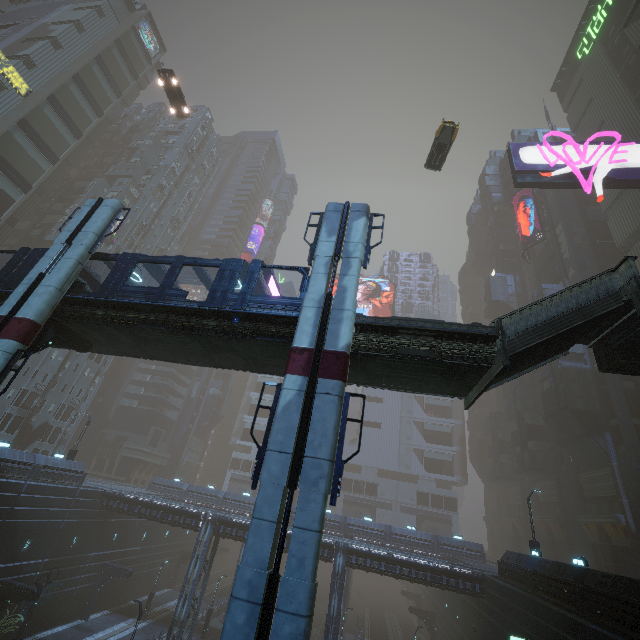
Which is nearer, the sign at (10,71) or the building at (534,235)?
the sign at (10,71)

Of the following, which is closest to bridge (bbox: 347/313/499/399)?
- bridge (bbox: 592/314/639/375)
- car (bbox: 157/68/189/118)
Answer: bridge (bbox: 592/314/639/375)

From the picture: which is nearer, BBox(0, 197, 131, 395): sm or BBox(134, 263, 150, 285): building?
BBox(0, 197, 131, 395): sm

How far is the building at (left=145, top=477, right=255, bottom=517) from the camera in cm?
4616

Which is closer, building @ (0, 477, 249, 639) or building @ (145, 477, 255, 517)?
building @ (0, 477, 249, 639)

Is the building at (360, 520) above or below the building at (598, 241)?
below

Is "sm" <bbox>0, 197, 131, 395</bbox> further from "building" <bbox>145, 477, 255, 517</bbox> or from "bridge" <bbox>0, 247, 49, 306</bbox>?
"building" <bbox>145, 477, 255, 517</bbox>

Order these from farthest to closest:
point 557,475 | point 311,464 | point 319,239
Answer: point 557,475 < point 319,239 < point 311,464
